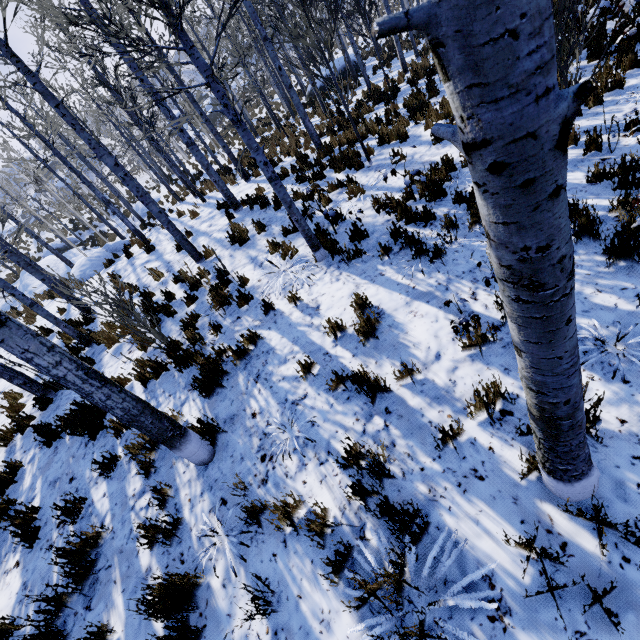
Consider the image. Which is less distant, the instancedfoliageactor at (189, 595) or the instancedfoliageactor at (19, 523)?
the instancedfoliageactor at (189, 595)

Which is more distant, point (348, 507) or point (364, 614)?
point (348, 507)

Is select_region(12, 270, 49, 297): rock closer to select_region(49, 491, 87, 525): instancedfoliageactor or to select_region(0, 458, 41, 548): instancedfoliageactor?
select_region(0, 458, 41, 548): instancedfoliageactor

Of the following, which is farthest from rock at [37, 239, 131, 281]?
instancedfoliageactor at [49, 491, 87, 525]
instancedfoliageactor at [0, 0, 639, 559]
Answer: instancedfoliageactor at [49, 491, 87, 525]

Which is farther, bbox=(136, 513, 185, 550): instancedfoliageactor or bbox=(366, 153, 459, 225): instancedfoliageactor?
bbox=(366, 153, 459, 225): instancedfoliageactor

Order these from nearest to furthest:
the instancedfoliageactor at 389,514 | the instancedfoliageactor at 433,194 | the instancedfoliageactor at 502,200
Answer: the instancedfoliageactor at 502,200 < the instancedfoliageactor at 389,514 < the instancedfoliageactor at 433,194
